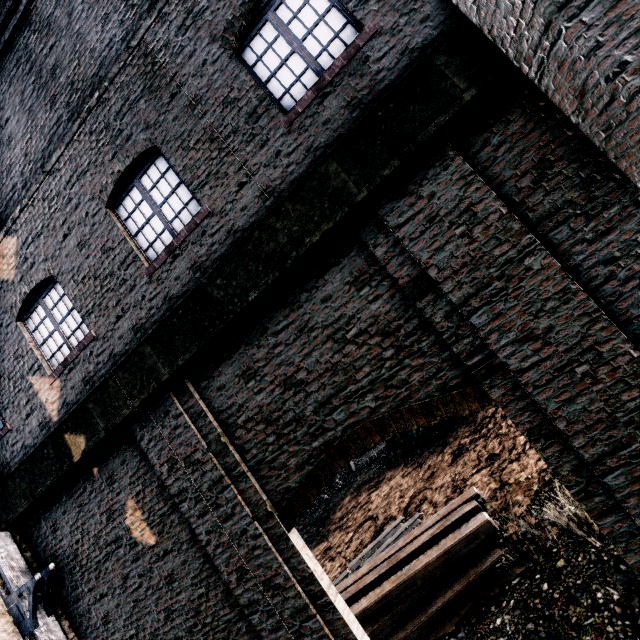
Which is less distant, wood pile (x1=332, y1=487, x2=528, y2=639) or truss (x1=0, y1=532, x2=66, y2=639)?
truss (x1=0, y1=532, x2=66, y2=639)

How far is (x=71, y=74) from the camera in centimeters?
684cm

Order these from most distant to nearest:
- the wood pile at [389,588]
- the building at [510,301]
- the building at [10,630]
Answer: the wood pile at [389,588] < the building at [10,630] < the building at [510,301]

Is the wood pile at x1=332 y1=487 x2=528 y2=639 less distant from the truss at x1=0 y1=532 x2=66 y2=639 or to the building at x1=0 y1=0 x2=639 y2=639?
the building at x1=0 y1=0 x2=639 y2=639

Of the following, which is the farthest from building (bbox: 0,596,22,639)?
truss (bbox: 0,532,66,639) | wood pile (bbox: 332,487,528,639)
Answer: wood pile (bbox: 332,487,528,639)

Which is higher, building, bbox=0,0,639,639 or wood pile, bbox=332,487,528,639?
building, bbox=0,0,639,639

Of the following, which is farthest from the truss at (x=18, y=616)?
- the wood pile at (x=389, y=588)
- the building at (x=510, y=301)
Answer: the wood pile at (x=389, y=588)
